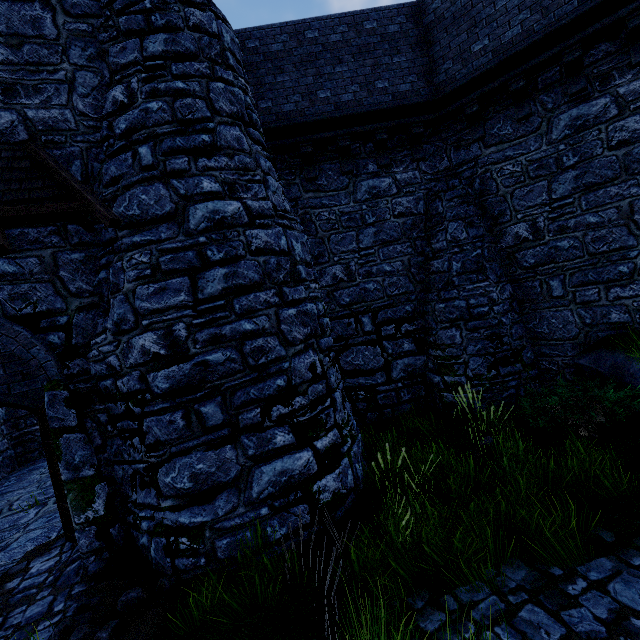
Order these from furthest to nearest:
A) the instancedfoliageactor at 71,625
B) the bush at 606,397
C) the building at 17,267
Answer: the bush at 606,397, the building at 17,267, the instancedfoliageactor at 71,625

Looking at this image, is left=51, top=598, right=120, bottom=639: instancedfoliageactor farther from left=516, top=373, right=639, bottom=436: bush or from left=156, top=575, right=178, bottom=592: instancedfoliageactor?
left=516, top=373, right=639, bottom=436: bush

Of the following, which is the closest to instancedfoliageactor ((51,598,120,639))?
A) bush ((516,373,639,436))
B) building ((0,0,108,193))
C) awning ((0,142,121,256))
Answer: building ((0,0,108,193))

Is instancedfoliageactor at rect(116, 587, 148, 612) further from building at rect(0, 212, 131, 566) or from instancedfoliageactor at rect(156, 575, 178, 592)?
building at rect(0, 212, 131, 566)

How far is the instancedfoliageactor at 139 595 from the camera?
4.00m

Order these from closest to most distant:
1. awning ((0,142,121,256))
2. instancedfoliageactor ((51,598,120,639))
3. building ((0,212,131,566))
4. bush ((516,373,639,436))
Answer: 1. instancedfoliageactor ((51,598,120,639))
2. awning ((0,142,121,256))
3. building ((0,212,131,566))
4. bush ((516,373,639,436))

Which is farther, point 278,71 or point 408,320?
point 408,320
